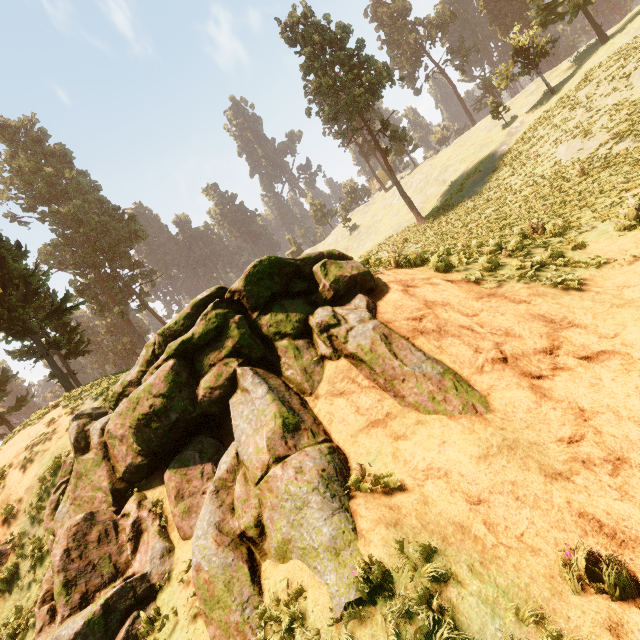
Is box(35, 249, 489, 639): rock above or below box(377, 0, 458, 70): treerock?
below

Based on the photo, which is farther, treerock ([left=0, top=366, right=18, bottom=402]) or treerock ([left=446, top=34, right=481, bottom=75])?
treerock ([left=446, top=34, right=481, bottom=75])

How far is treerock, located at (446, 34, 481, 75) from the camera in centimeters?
5622cm

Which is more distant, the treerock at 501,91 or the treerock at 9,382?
the treerock at 501,91

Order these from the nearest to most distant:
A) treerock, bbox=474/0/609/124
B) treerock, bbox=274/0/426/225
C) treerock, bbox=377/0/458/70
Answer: treerock, bbox=274/0/426/225 < treerock, bbox=474/0/609/124 < treerock, bbox=377/0/458/70

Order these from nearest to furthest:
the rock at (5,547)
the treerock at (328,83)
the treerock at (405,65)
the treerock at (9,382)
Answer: the rock at (5,547), the treerock at (9,382), the treerock at (328,83), the treerock at (405,65)

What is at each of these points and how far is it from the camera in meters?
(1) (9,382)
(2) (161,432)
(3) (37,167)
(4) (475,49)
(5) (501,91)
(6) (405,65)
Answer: (1) treerock, 29.2
(2) rock, 8.4
(3) treerock, 37.8
(4) treerock, 56.9
(5) treerock, 58.0
(6) treerock, 58.4
